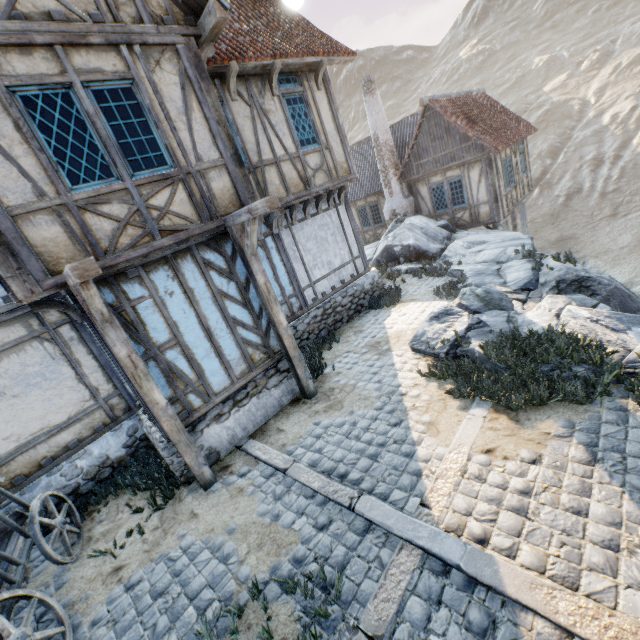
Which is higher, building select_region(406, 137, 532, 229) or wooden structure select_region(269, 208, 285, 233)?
wooden structure select_region(269, 208, 285, 233)

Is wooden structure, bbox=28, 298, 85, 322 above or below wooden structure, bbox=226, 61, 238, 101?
below

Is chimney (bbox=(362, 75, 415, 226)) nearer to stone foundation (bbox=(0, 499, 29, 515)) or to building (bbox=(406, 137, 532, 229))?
building (bbox=(406, 137, 532, 229))

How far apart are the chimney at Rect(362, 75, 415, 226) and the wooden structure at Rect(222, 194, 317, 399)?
12.5m

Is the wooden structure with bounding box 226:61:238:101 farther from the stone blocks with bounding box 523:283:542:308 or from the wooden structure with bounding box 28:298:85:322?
the stone blocks with bounding box 523:283:542:308

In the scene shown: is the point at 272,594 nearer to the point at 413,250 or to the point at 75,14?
the point at 75,14

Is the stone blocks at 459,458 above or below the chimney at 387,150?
below

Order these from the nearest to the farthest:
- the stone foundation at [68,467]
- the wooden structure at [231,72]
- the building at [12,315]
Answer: the building at [12,315]
the stone foundation at [68,467]
the wooden structure at [231,72]
